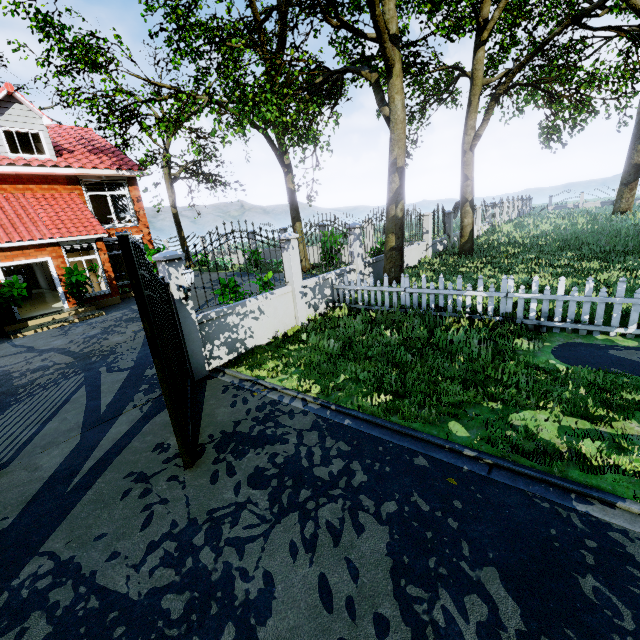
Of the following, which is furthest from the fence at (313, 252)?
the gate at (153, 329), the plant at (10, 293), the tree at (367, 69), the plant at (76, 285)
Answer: the plant at (10, 293)

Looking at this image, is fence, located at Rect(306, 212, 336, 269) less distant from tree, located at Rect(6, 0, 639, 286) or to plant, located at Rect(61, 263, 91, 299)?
tree, located at Rect(6, 0, 639, 286)

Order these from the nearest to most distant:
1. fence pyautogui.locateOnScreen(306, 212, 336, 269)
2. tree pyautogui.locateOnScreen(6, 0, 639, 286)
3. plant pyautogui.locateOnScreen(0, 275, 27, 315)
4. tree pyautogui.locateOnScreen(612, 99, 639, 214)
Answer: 1. fence pyautogui.locateOnScreen(306, 212, 336, 269)
2. tree pyautogui.locateOnScreen(6, 0, 639, 286)
3. plant pyautogui.locateOnScreen(0, 275, 27, 315)
4. tree pyautogui.locateOnScreen(612, 99, 639, 214)

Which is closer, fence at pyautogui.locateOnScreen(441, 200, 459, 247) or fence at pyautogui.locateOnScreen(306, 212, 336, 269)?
fence at pyautogui.locateOnScreen(306, 212, 336, 269)

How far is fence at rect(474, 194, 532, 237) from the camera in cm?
2288

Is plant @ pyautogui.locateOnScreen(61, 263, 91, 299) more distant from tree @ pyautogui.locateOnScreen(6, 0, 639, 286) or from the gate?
the gate

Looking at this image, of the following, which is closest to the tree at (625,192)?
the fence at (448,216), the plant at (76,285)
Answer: the fence at (448,216)

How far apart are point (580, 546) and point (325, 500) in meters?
2.3
